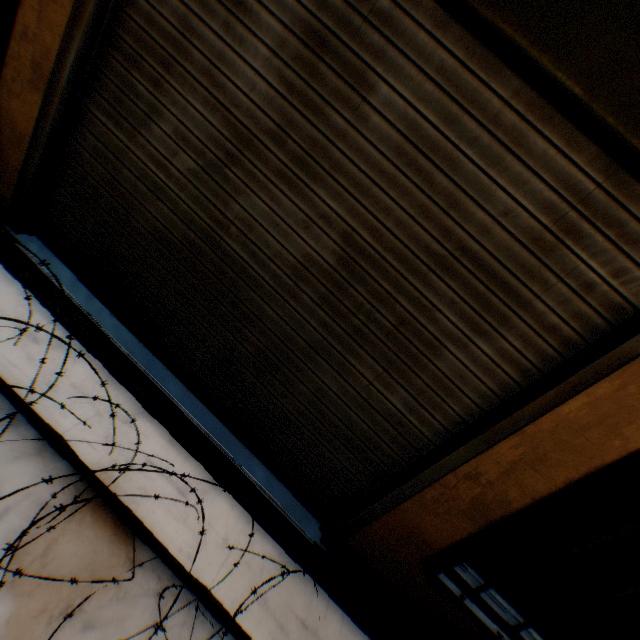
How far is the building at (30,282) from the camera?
2.1 meters

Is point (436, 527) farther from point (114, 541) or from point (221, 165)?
point (221, 165)

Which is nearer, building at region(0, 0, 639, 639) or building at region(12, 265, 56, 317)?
building at region(0, 0, 639, 639)

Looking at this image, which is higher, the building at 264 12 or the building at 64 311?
the building at 264 12

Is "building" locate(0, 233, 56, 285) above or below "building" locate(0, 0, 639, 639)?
below
